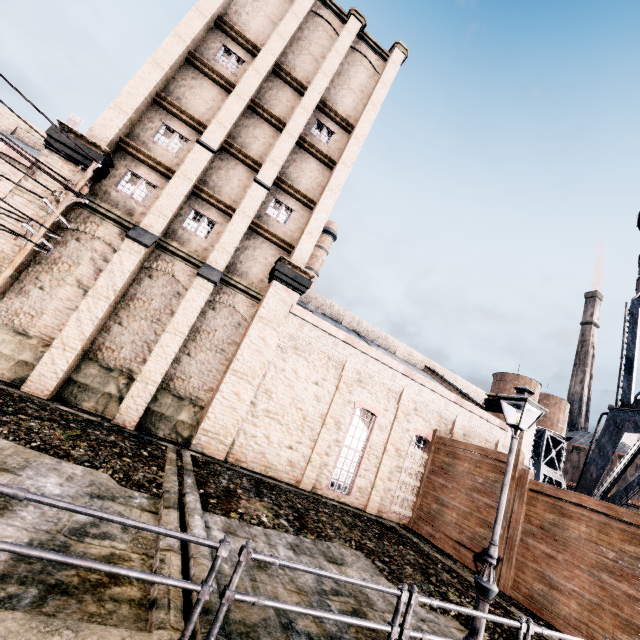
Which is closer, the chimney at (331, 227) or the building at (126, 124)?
the building at (126, 124)

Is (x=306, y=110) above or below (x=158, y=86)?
above

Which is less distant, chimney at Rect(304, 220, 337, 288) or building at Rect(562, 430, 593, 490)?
chimney at Rect(304, 220, 337, 288)

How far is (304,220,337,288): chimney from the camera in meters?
46.5

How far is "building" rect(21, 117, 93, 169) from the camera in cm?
1332

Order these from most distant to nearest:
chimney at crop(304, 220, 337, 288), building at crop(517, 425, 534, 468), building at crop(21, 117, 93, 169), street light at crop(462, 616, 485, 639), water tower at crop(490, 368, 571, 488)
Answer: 1. water tower at crop(490, 368, 571, 488)
2. chimney at crop(304, 220, 337, 288)
3. building at crop(517, 425, 534, 468)
4. building at crop(21, 117, 93, 169)
5. street light at crop(462, 616, 485, 639)

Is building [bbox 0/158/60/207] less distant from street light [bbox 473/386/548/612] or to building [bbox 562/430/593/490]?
street light [bbox 473/386/548/612]

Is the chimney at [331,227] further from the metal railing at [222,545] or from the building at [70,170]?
the metal railing at [222,545]
